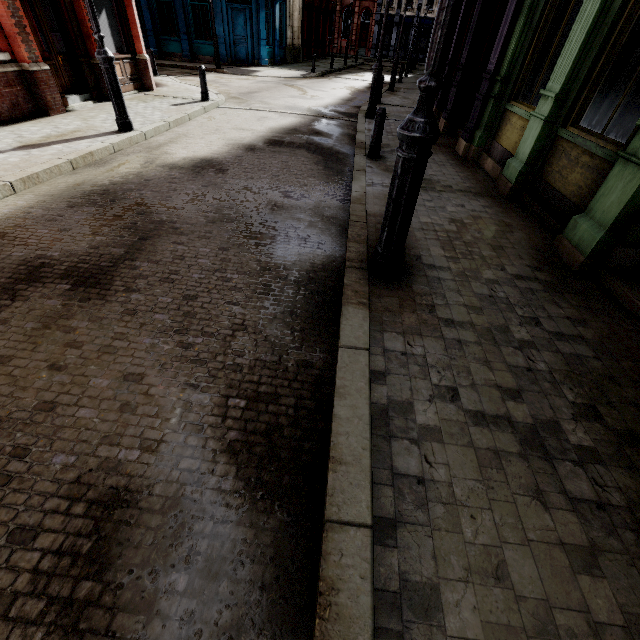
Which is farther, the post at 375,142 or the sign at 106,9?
the sign at 106,9

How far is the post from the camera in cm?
670

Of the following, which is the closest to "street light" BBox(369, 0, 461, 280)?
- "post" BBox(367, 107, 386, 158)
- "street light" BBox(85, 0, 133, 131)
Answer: "post" BBox(367, 107, 386, 158)

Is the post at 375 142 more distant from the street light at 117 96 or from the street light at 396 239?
the street light at 117 96

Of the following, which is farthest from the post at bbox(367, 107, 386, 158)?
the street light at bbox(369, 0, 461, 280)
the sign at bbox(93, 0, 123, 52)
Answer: the sign at bbox(93, 0, 123, 52)

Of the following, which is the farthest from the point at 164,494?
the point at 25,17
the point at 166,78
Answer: the point at 166,78

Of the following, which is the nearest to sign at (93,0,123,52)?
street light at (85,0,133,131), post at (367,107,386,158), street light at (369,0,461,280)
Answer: street light at (85,0,133,131)

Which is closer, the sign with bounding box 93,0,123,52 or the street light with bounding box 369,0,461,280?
the street light with bounding box 369,0,461,280
